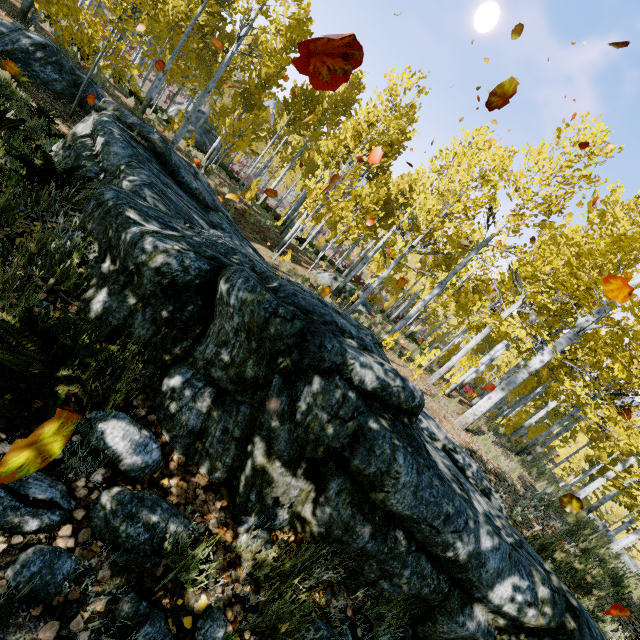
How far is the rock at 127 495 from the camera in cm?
177

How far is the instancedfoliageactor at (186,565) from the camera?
1.77m

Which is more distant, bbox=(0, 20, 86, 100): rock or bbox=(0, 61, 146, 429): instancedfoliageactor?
bbox=(0, 20, 86, 100): rock

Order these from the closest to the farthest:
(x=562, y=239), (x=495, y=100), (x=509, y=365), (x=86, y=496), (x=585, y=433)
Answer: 1. (x=86, y=496)
2. (x=495, y=100)
3. (x=562, y=239)
4. (x=585, y=433)
5. (x=509, y=365)

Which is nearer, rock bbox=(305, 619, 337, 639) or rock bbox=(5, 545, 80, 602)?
rock bbox=(5, 545, 80, 602)

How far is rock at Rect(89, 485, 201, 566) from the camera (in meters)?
1.77

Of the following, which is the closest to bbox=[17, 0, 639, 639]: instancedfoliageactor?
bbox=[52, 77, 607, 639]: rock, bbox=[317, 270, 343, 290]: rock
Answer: bbox=[52, 77, 607, 639]: rock
